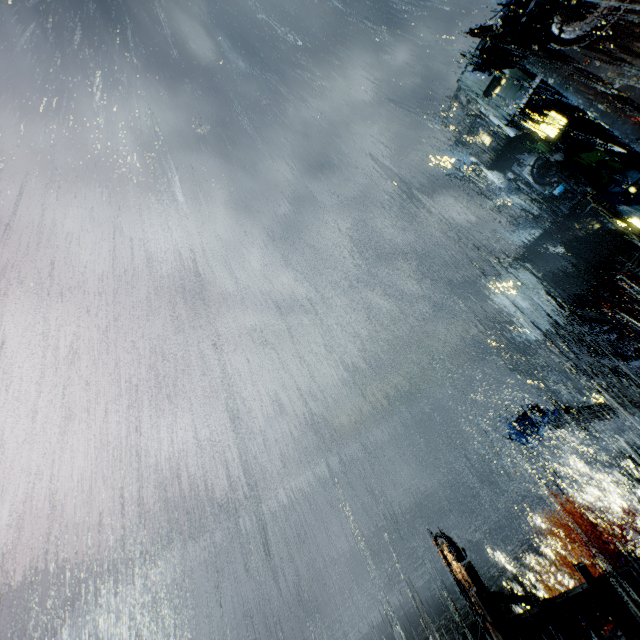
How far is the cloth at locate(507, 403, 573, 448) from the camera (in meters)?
22.35

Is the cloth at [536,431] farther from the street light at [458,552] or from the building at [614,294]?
the street light at [458,552]

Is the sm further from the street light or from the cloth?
the street light

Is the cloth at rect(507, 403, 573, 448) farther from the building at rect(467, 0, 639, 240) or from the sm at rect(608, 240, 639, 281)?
the sm at rect(608, 240, 639, 281)

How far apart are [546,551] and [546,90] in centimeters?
7481cm

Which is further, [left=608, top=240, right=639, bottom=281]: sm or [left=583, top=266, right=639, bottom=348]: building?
[left=583, top=266, right=639, bottom=348]: building

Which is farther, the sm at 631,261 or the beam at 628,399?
the beam at 628,399

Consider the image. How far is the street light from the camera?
16.3m
